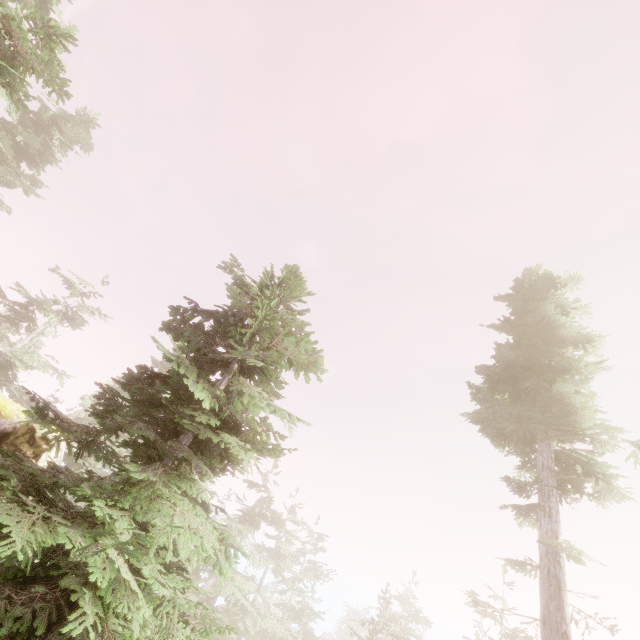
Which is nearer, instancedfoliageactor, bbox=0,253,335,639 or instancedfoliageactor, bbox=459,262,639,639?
instancedfoliageactor, bbox=0,253,335,639

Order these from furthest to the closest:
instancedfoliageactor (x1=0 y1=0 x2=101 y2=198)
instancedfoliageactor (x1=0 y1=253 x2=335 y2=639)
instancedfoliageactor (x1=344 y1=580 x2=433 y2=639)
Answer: instancedfoliageactor (x1=344 y1=580 x2=433 y2=639), instancedfoliageactor (x1=0 y1=0 x2=101 y2=198), instancedfoliageactor (x1=0 y1=253 x2=335 y2=639)

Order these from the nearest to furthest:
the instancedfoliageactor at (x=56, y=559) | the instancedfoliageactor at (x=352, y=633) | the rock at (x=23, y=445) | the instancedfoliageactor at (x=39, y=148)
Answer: the instancedfoliageactor at (x=56, y=559)
the instancedfoliageactor at (x=39, y=148)
the rock at (x=23, y=445)
the instancedfoliageactor at (x=352, y=633)

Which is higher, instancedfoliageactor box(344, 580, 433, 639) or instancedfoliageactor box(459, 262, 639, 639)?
instancedfoliageactor box(459, 262, 639, 639)

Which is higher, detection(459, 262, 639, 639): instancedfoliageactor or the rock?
detection(459, 262, 639, 639): instancedfoliageactor

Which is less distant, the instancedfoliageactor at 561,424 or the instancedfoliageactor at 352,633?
the instancedfoliageactor at 561,424

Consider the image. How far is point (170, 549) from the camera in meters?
4.9
